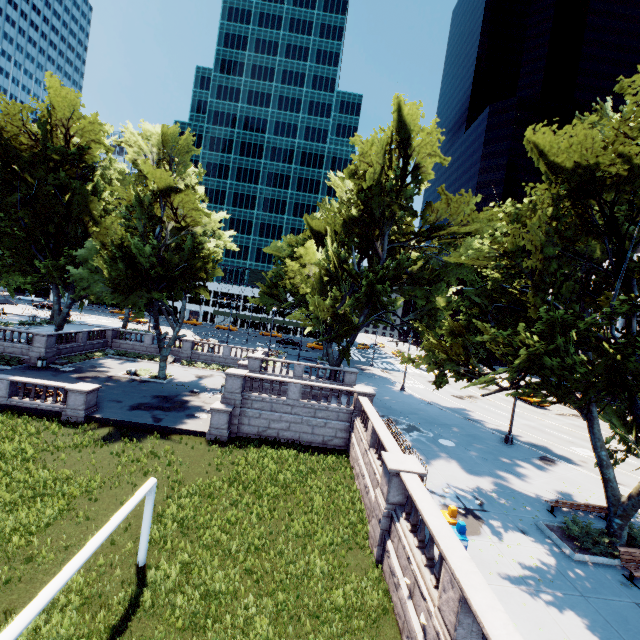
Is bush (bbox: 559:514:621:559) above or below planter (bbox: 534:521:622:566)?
above

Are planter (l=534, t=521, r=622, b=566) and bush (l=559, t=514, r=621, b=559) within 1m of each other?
yes

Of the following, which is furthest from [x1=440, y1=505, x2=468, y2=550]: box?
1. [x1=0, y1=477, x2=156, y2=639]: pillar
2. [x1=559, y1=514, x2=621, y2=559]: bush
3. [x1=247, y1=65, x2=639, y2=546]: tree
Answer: [x1=0, y1=477, x2=156, y2=639]: pillar

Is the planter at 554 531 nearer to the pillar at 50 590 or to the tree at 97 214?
the tree at 97 214

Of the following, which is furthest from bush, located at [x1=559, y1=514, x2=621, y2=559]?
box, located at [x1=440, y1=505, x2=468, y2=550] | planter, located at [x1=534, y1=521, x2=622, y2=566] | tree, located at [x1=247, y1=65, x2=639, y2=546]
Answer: box, located at [x1=440, y1=505, x2=468, y2=550]

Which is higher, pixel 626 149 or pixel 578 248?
pixel 626 149

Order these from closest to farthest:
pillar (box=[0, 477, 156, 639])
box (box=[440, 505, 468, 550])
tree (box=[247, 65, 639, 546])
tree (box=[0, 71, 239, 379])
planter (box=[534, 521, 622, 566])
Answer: pillar (box=[0, 477, 156, 639]) < box (box=[440, 505, 468, 550]) < tree (box=[247, 65, 639, 546]) < planter (box=[534, 521, 622, 566]) < tree (box=[0, 71, 239, 379])

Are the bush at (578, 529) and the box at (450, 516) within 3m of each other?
no
